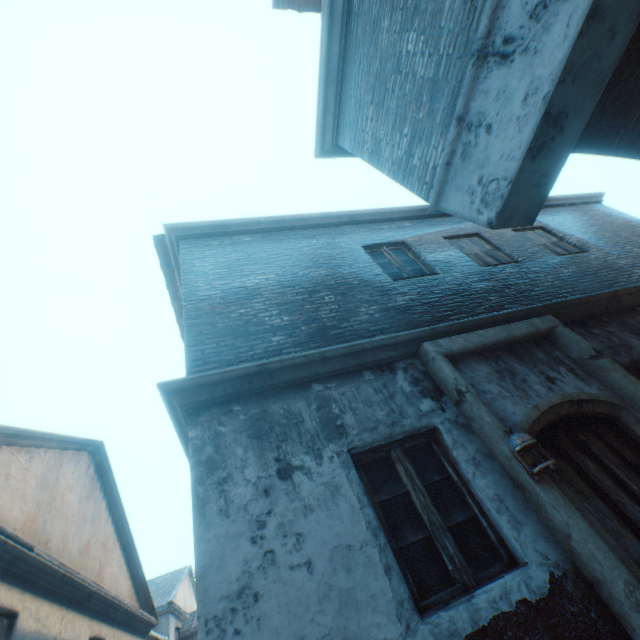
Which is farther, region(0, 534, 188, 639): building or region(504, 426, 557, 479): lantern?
region(0, 534, 188, 639): building

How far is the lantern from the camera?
2.8m

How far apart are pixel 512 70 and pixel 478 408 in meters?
2.9 m

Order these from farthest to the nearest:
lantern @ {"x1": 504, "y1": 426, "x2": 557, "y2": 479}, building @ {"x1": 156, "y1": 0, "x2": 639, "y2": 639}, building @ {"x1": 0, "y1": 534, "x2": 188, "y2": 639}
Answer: building @ {"x1": 0, "y1": 534, "x2": 188, "y2": 639}, lantern @ {"x1": 504, "y1": 426, "x2": 557, "y2": 479}, building @ {"x1": 156, "y1": 0, "x2": 639, "y2": 639}

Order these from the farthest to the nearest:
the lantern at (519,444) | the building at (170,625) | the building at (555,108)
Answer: the building at (170,625), the lantern at (519,444), the building at (555,108)

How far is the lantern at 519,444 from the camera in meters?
2.8 m

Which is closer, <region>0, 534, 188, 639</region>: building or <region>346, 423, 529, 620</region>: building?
<region>346, 423, 529, 620</region>: building

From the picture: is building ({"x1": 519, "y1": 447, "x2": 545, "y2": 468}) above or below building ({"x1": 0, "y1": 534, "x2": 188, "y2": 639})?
below
